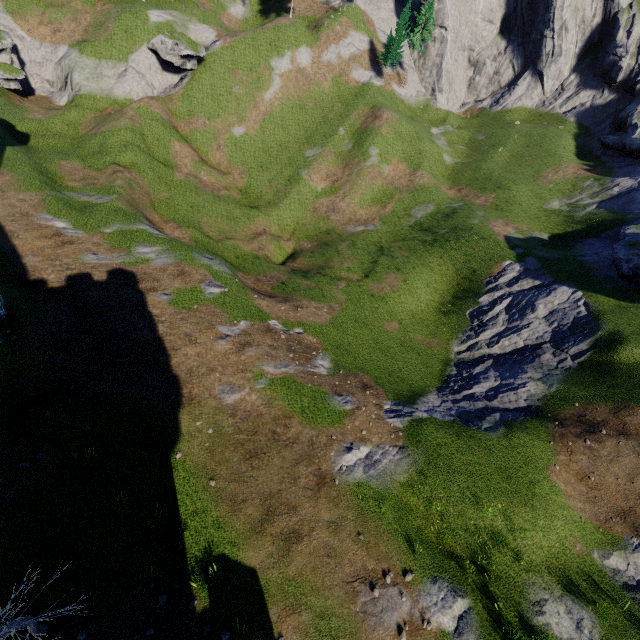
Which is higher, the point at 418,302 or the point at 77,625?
the point at 77,625
